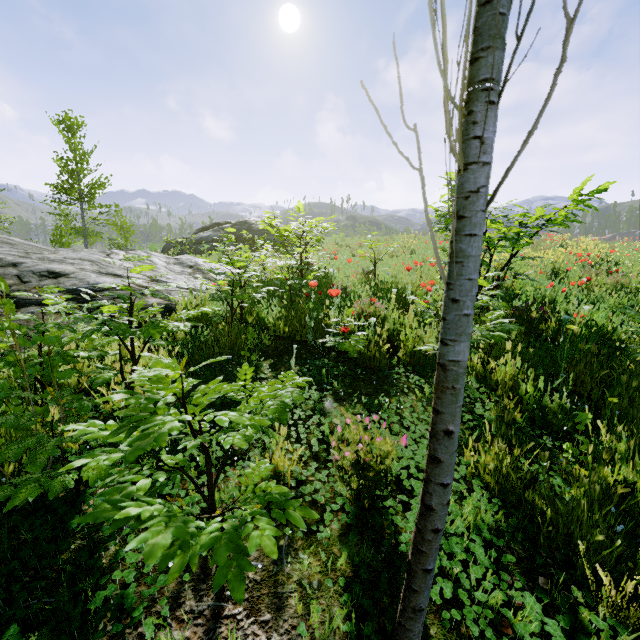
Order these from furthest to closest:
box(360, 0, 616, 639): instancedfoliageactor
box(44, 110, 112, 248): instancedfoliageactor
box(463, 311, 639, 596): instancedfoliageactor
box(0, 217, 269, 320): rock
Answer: box(44, 110, 112, 248): instancedfoliageactor, box(0, 217, 269, 320): rock, box(463, 311, 639, 596): instancedfoliageactor, box(360, 0, 616, 639): instancedfoliageactor

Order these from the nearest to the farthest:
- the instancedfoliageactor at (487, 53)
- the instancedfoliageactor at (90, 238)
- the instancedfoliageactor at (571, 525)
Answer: the instancedfoliageactor at (487, 53) < the instancedfoliageactor at (571, 525) < the instancedfoliageactor at (90, 238)

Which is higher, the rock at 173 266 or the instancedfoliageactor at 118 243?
the instancedfoliageactor at 118 243

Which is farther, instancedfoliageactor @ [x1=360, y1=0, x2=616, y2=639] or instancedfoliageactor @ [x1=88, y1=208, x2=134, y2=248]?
instancedfoliageactor @ [x1=88, y1=208, x2=134, y2=248]

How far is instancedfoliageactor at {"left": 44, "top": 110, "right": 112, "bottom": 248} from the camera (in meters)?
18.00

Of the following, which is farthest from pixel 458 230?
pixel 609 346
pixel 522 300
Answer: pixel 522 300
